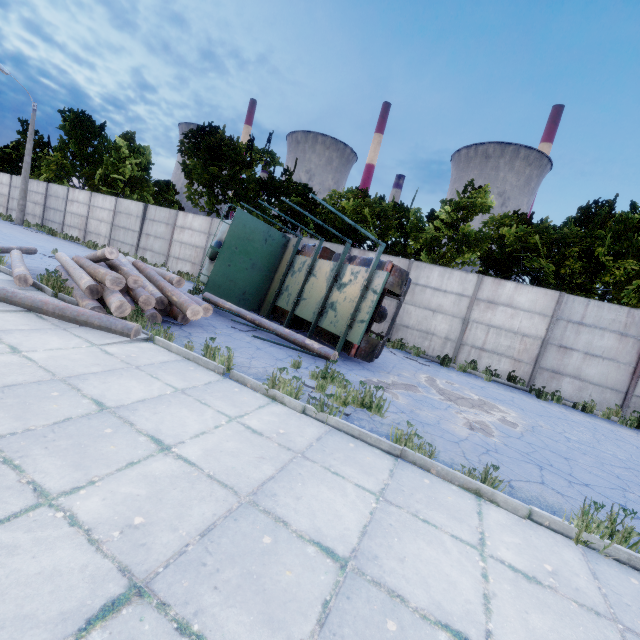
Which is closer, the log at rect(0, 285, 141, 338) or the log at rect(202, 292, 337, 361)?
the log at rect(0, 285, 141, 338)

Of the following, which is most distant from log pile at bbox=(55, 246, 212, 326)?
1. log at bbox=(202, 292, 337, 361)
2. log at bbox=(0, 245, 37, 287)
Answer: log at bbox=(202, 292, 337, 361)

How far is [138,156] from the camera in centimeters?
2436cm

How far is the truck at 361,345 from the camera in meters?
8.4

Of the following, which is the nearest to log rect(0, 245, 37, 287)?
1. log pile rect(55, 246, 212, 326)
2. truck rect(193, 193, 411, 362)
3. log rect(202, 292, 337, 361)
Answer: log pile rect(55, 246, 212, 326)

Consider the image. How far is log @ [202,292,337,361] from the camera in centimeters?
805cm

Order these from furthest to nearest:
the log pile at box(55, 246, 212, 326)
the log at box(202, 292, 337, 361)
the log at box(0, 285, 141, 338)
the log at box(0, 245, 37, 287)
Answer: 1. the log at box(202, 292, 337, 361)
2. the log at box(0, 245, 37, 287)
3. the log pile at box(55, 246, 212, 326)
4. the log at box(0, 285, 141, 338)

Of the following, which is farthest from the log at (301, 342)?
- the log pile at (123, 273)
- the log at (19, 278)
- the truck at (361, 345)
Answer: the log at (19, 278)
